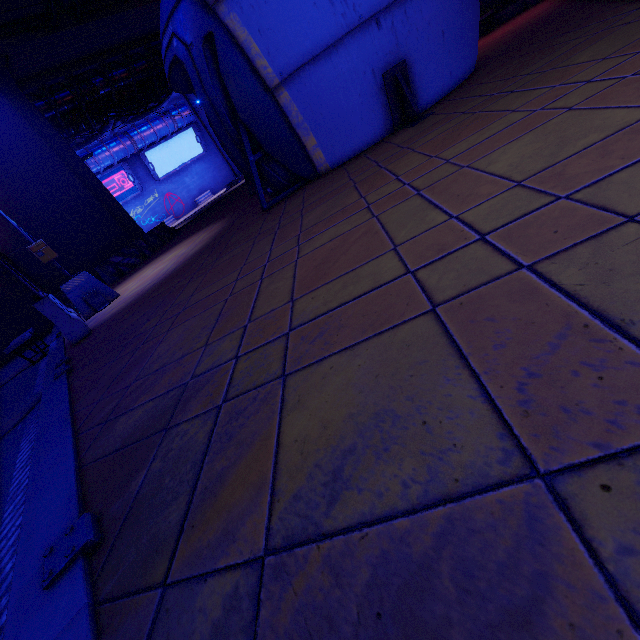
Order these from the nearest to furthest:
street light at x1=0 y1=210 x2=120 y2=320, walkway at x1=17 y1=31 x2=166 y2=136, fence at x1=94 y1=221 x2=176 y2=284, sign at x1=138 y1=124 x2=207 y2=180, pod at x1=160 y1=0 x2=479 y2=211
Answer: pod at x1=160 y1=0 x2=479 y2=211 → street light at x1=0 y1=210 x2=120 y2=320 → fence at x1=94 y1=221 x2=176 y2=284 → walkway at x1=17 y1=31 x2=166 y2=136 → sign at x1=138 y1=124 x2=207 y2=180

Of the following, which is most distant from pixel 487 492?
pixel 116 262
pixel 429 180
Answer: pixel 116 262

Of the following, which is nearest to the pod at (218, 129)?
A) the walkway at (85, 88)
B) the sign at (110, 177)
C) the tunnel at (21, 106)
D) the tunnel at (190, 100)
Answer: the tunnel at (21, 106)

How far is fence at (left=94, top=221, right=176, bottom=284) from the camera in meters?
13.7 m

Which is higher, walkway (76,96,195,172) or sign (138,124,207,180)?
walkway (76,96,195,172)

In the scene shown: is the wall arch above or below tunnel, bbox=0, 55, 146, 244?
below

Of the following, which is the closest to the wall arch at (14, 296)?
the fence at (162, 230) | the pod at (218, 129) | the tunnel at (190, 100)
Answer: A: the fence at (162, 230)

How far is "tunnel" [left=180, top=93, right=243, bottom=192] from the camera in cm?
2744
